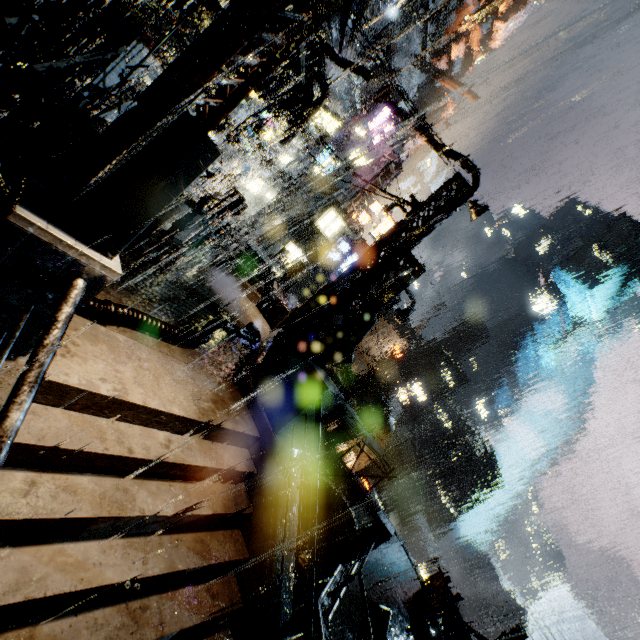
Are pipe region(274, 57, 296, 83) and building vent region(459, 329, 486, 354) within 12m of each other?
no

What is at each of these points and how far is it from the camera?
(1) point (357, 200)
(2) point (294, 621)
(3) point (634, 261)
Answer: (1) building, 35.3 meters
(2) railing, 4.8 meters
(3) building, 59.6 meters

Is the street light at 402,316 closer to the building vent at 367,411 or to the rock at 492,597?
the building vent at 367,411

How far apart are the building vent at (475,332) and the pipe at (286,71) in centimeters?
5586cm

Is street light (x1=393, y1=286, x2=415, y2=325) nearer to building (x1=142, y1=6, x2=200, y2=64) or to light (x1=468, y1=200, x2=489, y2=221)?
building (x1=142, y1=6, x2=200, y2=64)

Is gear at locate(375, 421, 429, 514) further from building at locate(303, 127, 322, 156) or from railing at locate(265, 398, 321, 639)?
railing at locate(265, 398, 321, 639)

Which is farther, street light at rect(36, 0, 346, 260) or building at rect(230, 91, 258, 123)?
building at rect(230, 91, 258, 123)

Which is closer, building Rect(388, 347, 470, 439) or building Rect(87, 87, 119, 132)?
building Rect(87, 87, 119, 132)
